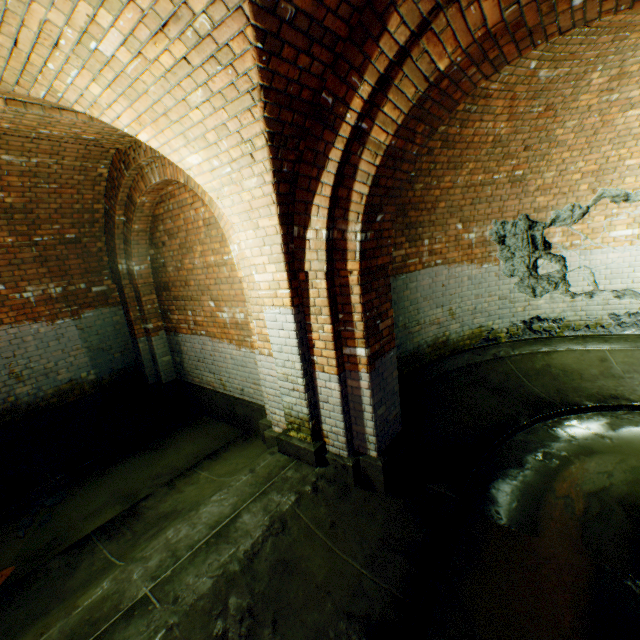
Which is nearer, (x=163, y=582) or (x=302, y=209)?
(x=163, y=582)
